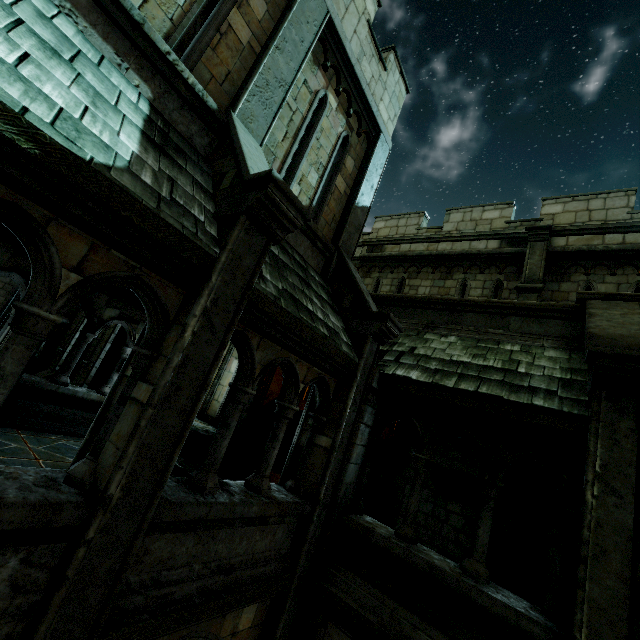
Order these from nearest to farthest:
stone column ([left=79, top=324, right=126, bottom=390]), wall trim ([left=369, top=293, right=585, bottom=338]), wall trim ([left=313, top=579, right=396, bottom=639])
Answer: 1. wall trim ([left=313, top=579, right=396, bottom=639])
2. wall trim ([left=369, top=293, right=585, bottom=338])
3. stone column ([left=79, top=324, right=126, bottom=390])

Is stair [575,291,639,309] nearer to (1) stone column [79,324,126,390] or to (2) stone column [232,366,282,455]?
(2) stone column [232,366,282,455]

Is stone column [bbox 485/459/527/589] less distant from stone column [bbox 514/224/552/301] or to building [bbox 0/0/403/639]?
stone column [bbox 514/224/552/301]

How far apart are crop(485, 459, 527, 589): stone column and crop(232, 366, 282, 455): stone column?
7.42m

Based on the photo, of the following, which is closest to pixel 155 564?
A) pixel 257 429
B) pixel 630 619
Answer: pixel 630 619

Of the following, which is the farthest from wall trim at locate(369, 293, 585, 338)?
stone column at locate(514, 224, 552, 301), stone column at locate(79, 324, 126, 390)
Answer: stone column at locate(79, 324, 126, 390)

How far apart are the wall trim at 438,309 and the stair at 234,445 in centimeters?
479cm

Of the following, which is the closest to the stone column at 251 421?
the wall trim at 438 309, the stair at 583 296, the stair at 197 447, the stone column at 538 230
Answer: the stair at 197 447
